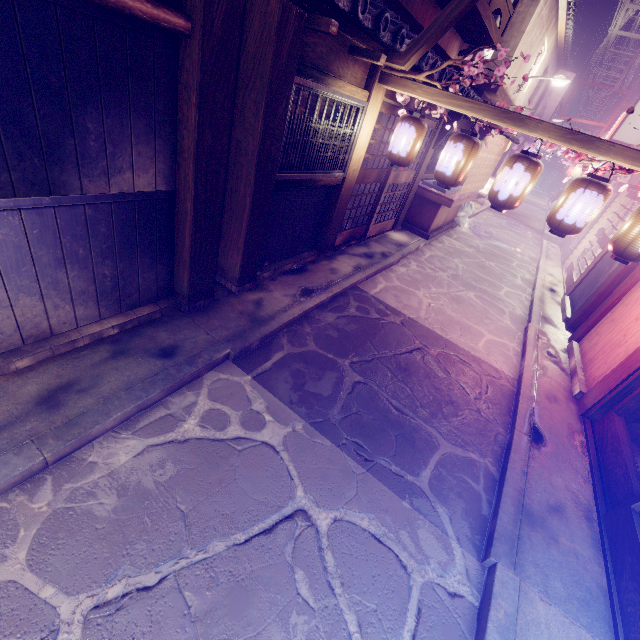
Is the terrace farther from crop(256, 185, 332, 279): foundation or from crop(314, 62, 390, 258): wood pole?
crop(256, 185, 332, 279): foundation

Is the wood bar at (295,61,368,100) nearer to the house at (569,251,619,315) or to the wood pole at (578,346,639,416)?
the wood pole at (578,346,639,416)

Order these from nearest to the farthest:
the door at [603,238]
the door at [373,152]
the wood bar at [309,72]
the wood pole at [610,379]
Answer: the wood bar at [309,72] < the wood pole at [610,379] < the door at [373,152] < the door at [603,238]

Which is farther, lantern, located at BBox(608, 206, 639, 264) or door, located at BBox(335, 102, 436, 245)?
door, located at BBox(335, 102, 436, 245)

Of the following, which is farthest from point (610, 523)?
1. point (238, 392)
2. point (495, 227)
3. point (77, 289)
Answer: point (495, 227)

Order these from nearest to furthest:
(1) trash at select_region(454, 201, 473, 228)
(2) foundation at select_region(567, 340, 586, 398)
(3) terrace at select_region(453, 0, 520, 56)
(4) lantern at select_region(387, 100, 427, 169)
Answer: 1. (4) lantern at select_region(387, 100, 427, 169)
2. (2) foundation at select_region(567, 340, 586, 398)
3. (3) terrace at select_region(453, 0, 520, 56)
4. (1) trash at select_region(454, 201, 473, 228)

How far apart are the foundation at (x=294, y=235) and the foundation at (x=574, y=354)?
9.0m

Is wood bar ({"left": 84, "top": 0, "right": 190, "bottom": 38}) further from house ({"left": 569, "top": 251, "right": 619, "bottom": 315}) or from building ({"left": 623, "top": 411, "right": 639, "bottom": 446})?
house ({"left": 569, "top": 251, "right": 619, "bottom": 315})
